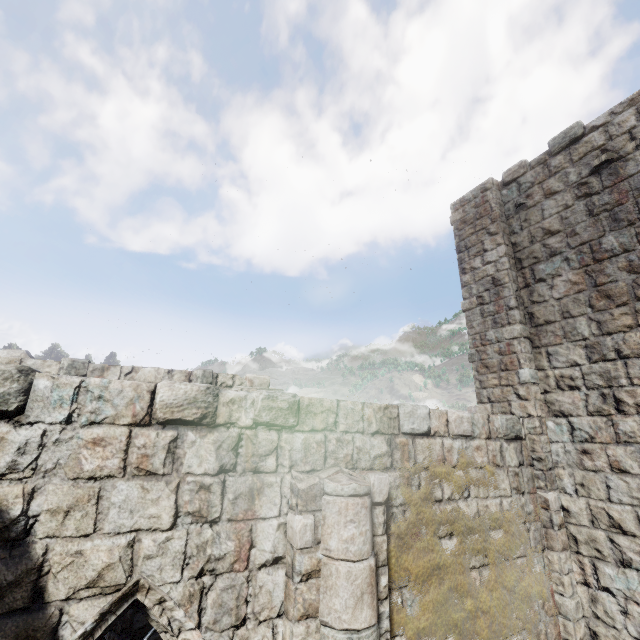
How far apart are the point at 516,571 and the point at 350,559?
3.8m
